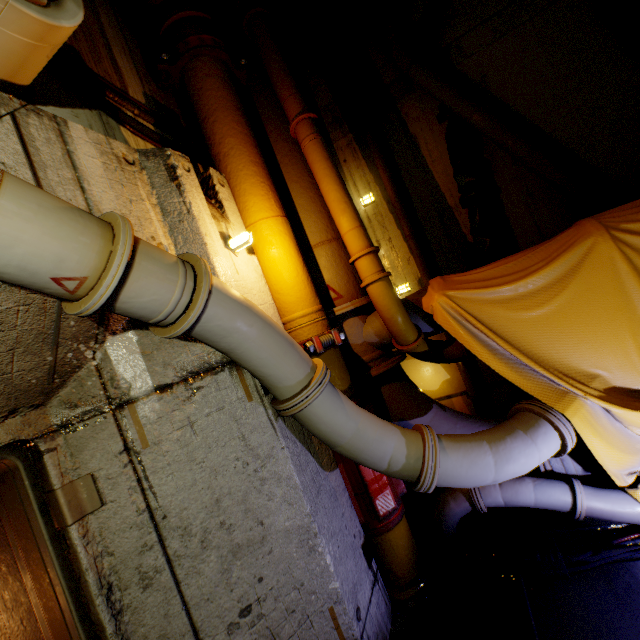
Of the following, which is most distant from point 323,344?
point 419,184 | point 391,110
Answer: point 391,110

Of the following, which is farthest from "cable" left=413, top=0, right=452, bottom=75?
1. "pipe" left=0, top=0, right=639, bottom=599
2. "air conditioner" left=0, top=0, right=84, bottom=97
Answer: "air conditioner" left=0, top=0, right=84, bottom=97

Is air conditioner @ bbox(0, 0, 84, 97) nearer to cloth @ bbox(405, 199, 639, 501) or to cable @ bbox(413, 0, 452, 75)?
cloth @ bbox(405, 199, 639, 501)

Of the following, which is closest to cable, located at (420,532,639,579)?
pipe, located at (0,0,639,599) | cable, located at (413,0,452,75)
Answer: pipe, located at (0,0,639,599)

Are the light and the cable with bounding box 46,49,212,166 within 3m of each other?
yes

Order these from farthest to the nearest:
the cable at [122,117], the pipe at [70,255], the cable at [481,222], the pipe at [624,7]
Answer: the cable at [481,222]
the pipe at [624,7]
the cable at [122,117]
the pipe at [70,255]

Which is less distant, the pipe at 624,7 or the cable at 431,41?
the pipe at 624,7

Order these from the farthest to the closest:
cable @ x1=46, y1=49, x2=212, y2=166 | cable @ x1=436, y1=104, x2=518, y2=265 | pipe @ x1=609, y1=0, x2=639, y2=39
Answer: cable @ x1=436, y1=104, x2=518, y2=265 → pipe @ x1=609, y1=0, x2=639, y2=39 → cable @ x1=46, y1=49, x2=212, y2=166
